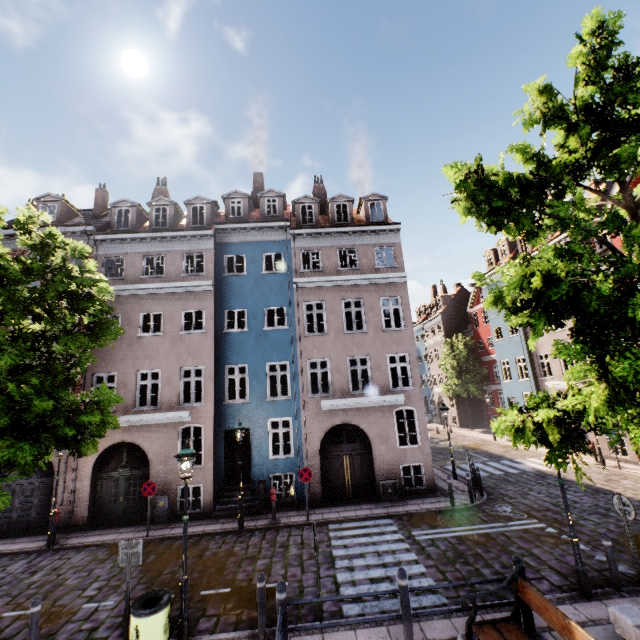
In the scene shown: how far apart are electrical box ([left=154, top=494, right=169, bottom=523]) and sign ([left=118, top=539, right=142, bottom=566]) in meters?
7.4

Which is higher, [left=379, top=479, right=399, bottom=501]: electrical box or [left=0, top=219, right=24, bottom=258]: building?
[left=0, top=219, right=24, bottom=258]: building

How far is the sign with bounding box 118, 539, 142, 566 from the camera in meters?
7.0

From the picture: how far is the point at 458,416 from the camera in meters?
36.2

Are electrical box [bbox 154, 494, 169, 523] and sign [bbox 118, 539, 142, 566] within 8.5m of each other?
yes

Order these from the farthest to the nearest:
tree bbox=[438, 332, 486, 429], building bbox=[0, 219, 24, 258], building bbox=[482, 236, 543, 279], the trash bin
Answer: tree bbox=[438, 332, 486, 429] < building bbox=[482, 236, 543, 279] < building bbox=[0, 219, 24, 258] < the trash bin

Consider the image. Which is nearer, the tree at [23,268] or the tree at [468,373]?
the tree at [23,268]

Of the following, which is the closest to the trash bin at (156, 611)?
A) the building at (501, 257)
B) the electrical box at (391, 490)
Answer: the electrical box at (391, 490)
